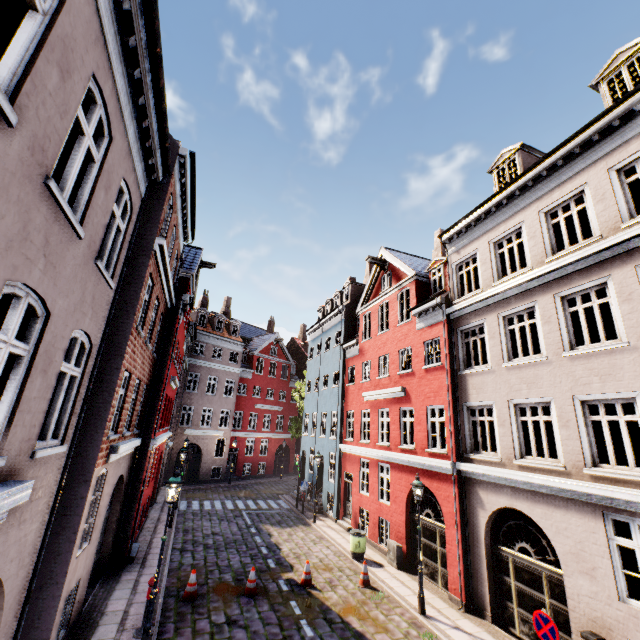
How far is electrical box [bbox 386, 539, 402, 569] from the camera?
13.3 meters

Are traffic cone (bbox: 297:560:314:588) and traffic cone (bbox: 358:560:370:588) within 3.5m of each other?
yes

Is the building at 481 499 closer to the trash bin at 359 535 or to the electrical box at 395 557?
the electrical box at 395 557

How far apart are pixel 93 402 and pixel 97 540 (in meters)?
4.55

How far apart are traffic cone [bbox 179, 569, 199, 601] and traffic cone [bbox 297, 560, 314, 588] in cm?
334

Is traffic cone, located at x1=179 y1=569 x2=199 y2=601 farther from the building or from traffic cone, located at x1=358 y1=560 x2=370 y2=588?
traffic cone, located at x1=358 y1=560 x2=370 y2=588

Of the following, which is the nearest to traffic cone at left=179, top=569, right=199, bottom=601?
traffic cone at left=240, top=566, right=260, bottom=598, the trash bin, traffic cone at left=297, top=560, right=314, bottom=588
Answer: traffic cone at left=240, top=566, right=260, bottom=598

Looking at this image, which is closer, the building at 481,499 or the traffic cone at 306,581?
the building at 481,499
